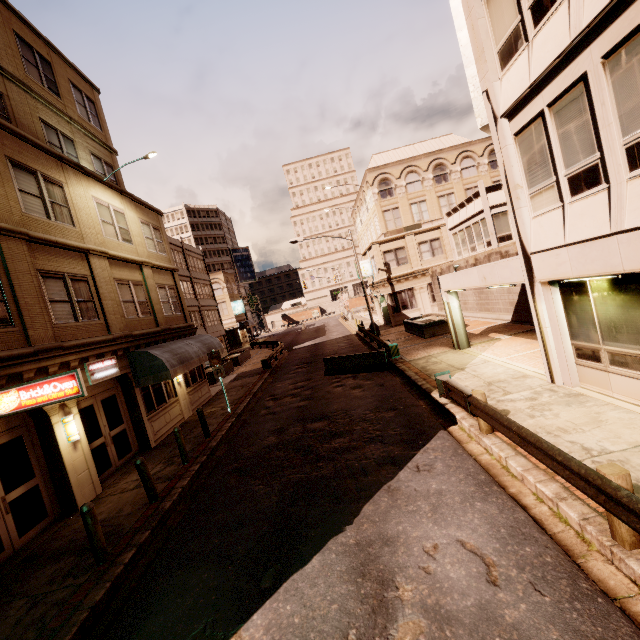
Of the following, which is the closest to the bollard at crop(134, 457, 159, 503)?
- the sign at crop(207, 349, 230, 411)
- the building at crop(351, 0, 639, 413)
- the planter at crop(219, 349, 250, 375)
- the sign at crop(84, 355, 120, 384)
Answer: the sign at crop(84, 355, 120, 384)

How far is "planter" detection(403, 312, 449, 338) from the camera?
20.7m

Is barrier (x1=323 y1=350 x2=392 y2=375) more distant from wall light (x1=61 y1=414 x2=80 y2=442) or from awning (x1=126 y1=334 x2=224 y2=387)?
wall light (x1=61 y1=414 x2=80 y2=442)

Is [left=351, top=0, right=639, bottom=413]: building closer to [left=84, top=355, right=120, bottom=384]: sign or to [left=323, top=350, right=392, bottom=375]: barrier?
[left=323, top=350, right=392, bottom=375]: barrier

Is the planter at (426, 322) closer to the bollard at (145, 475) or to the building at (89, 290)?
the building at (89, 290)

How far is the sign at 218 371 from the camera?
15.27m

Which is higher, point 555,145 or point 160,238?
point 160,238

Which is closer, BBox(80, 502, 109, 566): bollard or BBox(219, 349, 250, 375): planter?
BBox(80, 502, 109, 566): bollard
